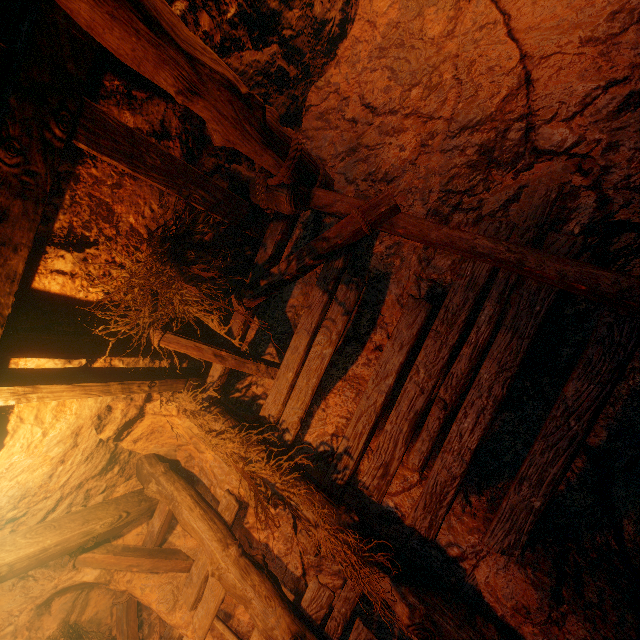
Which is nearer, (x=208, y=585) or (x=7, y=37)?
(x=7, y=37)
